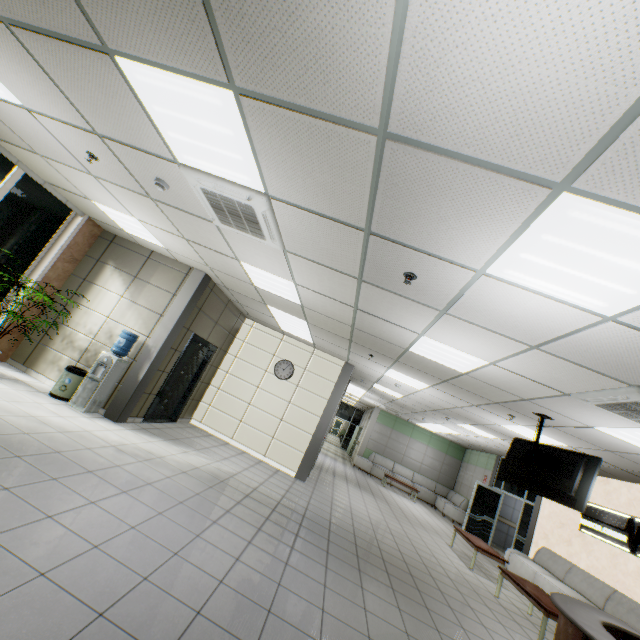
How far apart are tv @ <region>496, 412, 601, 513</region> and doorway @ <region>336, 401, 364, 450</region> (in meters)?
19.13

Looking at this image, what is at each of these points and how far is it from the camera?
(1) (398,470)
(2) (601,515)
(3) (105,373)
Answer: (1) sofa, 16.44m
(2) sign, 7.62m
(3) water container, 5.73m

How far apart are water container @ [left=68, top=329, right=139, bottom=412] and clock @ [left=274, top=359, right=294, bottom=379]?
3.7 meters

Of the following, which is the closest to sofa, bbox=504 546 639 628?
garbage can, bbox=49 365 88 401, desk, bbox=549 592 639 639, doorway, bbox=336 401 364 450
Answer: desk, bbox=549 592 639 639

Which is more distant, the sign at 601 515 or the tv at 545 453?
the sign at 601 515

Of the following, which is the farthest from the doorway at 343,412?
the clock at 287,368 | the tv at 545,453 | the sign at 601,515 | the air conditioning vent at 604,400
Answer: the air conditioning vent at 604,400

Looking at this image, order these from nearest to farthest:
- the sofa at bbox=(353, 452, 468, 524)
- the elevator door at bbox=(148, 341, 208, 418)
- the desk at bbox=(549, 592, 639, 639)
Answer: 1. the desk at bbox=(549, 592, 639, 639)
2. the elevator door at bbox=(148, 341, 208, 418)
3. the sofa at bbox=(353, 452, 468, 524)

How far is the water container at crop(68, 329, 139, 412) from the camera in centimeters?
561cm
